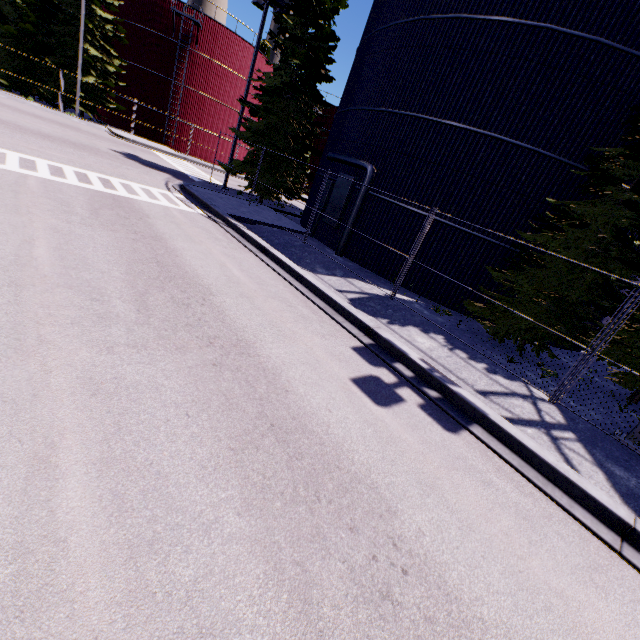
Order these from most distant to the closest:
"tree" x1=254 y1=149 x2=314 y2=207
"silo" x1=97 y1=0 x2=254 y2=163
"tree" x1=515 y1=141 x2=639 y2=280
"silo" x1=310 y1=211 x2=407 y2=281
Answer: "silo" x1=97 y1=0 x2=254 y2=163 < "tree" x1=254 y1=149 x2=314 y2=207 < "silo" x1=310 y1=211 x2=407 y2=281 < "tree" x1=515 y1=141 x2=639 y2=280

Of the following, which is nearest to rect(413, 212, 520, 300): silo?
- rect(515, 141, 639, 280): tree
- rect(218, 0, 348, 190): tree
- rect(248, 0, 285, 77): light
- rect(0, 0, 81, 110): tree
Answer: rect(515, 141, 639, 280): tree

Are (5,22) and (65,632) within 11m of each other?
no

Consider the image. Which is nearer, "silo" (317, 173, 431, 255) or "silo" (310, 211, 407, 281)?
"silo" (317, 173, 431, 255)

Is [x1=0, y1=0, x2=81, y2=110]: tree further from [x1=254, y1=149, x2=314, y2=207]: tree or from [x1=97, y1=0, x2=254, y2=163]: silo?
[x1=254, y1=149, x2=314, y2=207]: tree

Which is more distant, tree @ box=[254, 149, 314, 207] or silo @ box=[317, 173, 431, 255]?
tree @ box=[254, 149, 314, 207]

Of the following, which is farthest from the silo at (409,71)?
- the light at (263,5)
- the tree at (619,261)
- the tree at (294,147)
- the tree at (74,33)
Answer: the light at (263,5)
